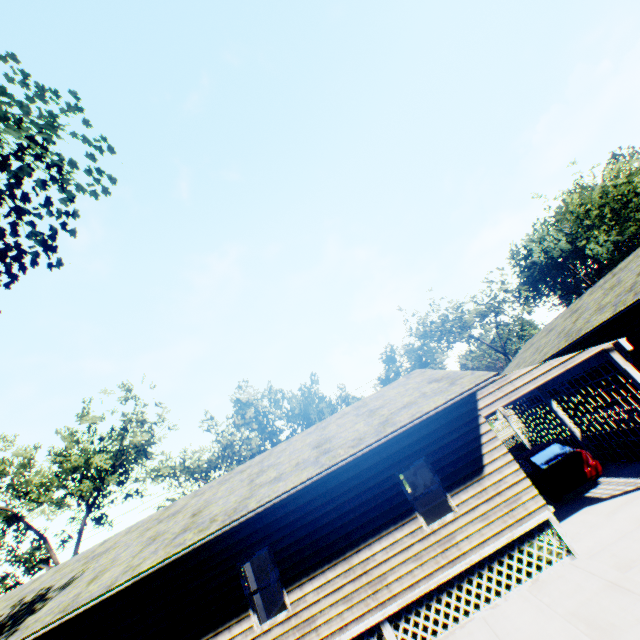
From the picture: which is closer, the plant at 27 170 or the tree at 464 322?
the plant at 27 170

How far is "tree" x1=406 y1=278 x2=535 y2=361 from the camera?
45.9 meters

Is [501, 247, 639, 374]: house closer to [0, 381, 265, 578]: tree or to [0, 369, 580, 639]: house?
[0, 369, 580, 639]: house

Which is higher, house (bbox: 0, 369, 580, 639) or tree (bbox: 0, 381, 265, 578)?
tree (bbox: 0, 381, 265, 578)

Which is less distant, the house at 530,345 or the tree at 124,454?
the house at 530,345

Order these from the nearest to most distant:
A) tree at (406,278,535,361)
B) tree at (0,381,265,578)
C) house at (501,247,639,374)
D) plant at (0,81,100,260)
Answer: plant at (0,81,100,260)
house at (501,247,639,374)
tree at (0,381,265,578)
tree at (406,278,535,361)

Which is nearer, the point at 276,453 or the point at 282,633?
the point at 282,633

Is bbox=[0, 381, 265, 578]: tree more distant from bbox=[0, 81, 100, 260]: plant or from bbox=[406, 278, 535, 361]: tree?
bbox=[406, 278, 535, 361]: tree
